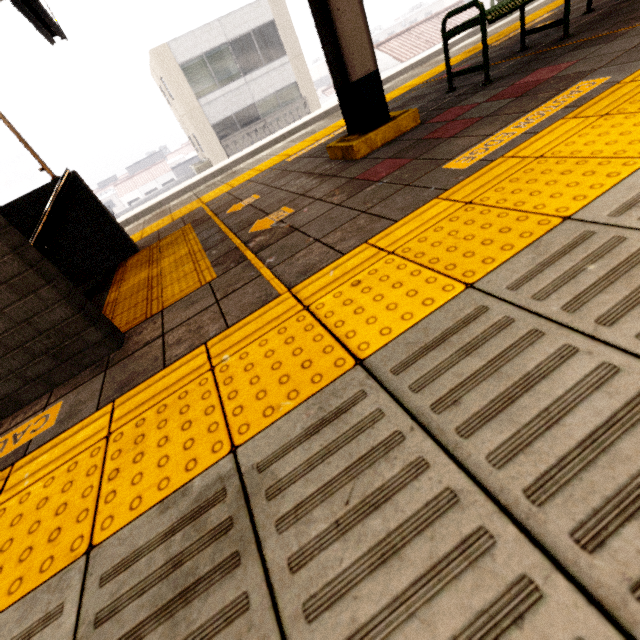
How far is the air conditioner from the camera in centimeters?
1988cm

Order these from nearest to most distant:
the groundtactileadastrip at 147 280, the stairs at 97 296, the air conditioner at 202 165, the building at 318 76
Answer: the groundtactileadastrip at 147 280 < the stairs at 97 296 < the air conditioner at 202 165 < the building at 318 76

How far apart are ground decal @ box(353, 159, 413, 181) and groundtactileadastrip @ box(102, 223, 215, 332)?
1.40m

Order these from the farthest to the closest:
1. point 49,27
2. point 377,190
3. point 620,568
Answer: point 49,27 → point 377,190 → point 620,568

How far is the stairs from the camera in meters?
2.9

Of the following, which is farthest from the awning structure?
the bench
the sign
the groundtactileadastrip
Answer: the groundtactileadastrip

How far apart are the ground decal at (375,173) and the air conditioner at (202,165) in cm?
2052

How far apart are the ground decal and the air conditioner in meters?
20.5
